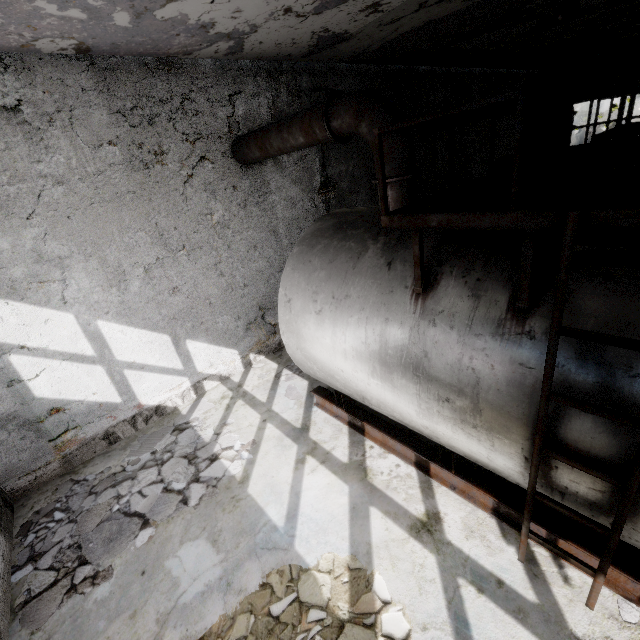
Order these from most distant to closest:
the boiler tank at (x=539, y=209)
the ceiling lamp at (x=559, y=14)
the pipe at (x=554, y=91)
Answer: the pipe at (x=554, y=91) < the ceiling lamp at (x=559, y=14) < the boiler tank at (x=539, y=209)

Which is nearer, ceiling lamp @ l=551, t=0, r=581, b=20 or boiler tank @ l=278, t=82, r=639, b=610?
boiler tank @ l=278, t=82, r=639, b=610

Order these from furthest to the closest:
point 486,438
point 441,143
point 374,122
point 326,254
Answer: point 441,143 < point 326,254 < point 374,122 < point 486,438

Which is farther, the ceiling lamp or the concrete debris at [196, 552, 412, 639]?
the ceiling lamp

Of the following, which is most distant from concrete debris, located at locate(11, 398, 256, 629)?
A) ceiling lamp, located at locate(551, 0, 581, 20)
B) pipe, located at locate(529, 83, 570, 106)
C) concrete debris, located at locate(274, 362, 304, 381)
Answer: pipe, located at locate(529, 83, 570, 106)

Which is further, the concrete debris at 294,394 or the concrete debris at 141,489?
the concrete debris at 294,394

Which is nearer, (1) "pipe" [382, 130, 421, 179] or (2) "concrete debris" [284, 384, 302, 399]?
(1) "pipe" [382, 130, 421, 179]

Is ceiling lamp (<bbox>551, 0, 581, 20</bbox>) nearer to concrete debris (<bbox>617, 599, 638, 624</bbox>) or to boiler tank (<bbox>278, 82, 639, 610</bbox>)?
boiler tank (<bbox>278, 82, 639, 610</bbox>)
